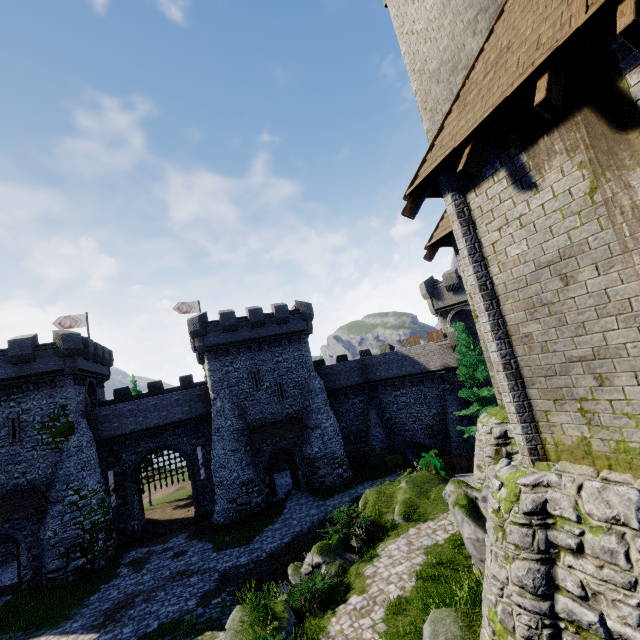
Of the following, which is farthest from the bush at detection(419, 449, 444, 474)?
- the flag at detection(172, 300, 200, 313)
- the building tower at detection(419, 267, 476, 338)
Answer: the flag at detection(172, 300, 200, 313)

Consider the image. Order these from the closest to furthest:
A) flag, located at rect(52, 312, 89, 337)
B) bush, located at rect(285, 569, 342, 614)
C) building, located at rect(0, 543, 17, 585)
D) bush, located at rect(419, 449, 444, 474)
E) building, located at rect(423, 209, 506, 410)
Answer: building, located at rect(423, 209, 506, 410) < bush, located at rect(285, 569, 342, 614) < bush, located at rect(419, 449, 444, 474) < building, located at rect(0, 543, 17, 585) < flag, located at rect(52, 312, 89, 337)

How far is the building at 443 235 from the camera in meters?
9.8

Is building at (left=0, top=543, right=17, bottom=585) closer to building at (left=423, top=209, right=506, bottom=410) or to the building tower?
the building tower

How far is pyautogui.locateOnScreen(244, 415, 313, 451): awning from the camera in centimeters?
2761cm

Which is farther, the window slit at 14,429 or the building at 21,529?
the window slit at 14,429

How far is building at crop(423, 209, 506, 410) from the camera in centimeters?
976cm

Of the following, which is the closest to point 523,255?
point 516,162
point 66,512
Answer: point 516,162
